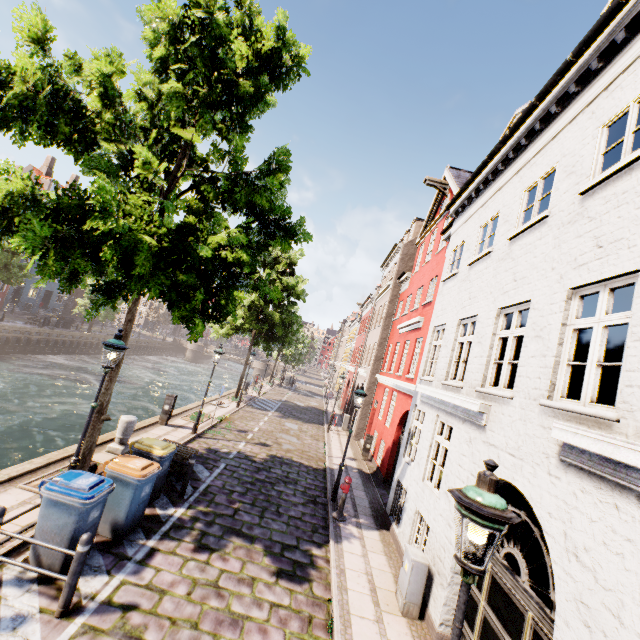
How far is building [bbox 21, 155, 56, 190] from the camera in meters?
37.8

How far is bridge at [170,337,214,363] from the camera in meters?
56.8 m

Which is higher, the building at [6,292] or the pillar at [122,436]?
the building at [6,292]

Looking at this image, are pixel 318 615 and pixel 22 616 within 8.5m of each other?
yes

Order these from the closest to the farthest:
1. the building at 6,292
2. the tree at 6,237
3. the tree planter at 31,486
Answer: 1. the tree at 6,237
2. the tree planter at 31,486
3. the building at 6,292

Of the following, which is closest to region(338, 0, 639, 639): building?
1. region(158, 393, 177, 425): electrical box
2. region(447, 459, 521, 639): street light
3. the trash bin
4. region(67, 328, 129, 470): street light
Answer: region(67, 328, 129, 470): street light

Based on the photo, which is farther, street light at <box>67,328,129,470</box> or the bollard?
street light at <box>67,328,129,470</box>

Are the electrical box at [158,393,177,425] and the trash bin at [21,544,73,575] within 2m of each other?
no
